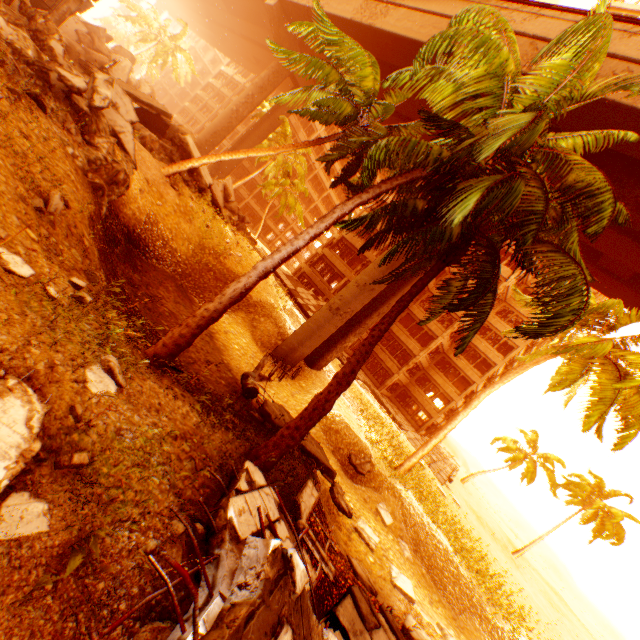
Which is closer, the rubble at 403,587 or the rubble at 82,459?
the rubble at 82,459

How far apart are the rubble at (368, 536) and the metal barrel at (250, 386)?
5.6m

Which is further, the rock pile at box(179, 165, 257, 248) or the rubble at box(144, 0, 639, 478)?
the rock pile at box(179, 165, 257, 248)

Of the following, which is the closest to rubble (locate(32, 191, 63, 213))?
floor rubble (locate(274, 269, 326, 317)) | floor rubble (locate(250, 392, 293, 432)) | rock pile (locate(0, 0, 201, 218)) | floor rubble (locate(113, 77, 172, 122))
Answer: rock pile (locate(0, 0, 201, 218))

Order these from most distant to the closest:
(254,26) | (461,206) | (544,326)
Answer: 1. (254,26)
2. (544,326)
3. (461,206)

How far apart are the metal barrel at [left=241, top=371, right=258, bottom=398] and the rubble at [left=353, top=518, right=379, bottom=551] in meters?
5.6

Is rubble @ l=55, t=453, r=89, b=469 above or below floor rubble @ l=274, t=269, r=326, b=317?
below

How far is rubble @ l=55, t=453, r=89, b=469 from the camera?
3.09m
